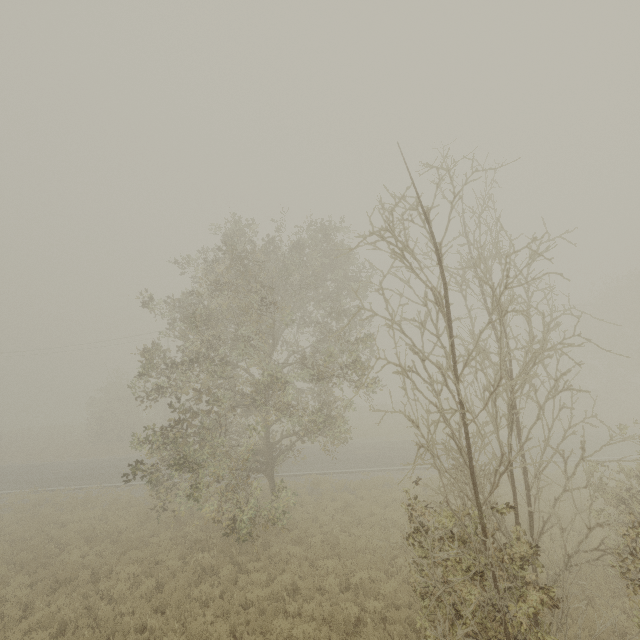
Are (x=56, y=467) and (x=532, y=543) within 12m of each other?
no
